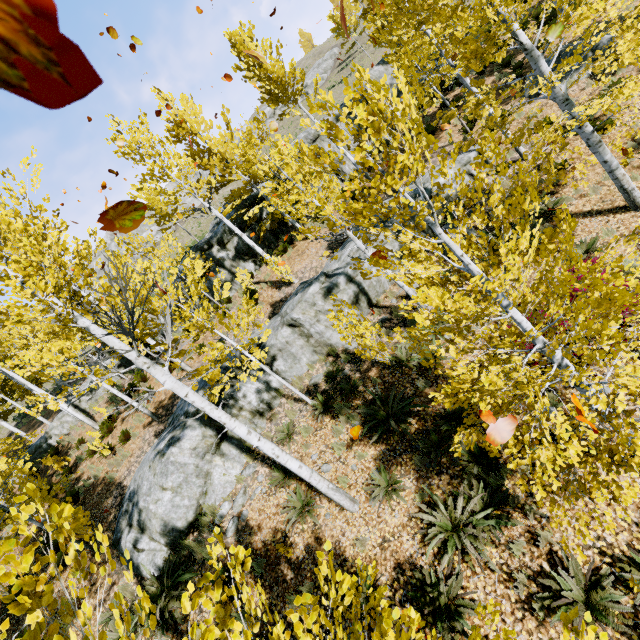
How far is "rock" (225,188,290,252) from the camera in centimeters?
1714cm

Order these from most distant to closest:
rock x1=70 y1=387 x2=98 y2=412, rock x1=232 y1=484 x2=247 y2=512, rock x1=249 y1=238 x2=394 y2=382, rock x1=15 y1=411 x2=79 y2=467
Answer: rock x1=70 y1=387 x2=98 y2=412
rock x1=15 y1=411 x2=79 y2=467
rock x1=249 y1=238 x2=394 y2=382
rock x1=232 y1=484 x2=247 y2=512

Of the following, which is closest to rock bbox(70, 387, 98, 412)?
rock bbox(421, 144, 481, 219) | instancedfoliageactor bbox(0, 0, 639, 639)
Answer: instancedfoliageactor bbox(0, 0, 639, 639)

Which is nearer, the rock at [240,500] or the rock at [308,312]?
the rock at [240,500]

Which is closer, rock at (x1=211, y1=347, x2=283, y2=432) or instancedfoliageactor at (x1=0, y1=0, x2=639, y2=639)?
instancedfoliageactor at (x1=0, y1=0, x2=639, y2=639)

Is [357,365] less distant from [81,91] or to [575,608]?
[575,608]

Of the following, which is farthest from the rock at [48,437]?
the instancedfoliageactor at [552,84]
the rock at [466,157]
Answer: the rock at [466,157]

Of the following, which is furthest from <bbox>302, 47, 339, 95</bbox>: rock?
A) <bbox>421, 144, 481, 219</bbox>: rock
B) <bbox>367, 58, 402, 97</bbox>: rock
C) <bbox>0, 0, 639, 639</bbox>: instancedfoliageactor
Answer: <bbox>421, 144, 481, 219</bbox>: rock
